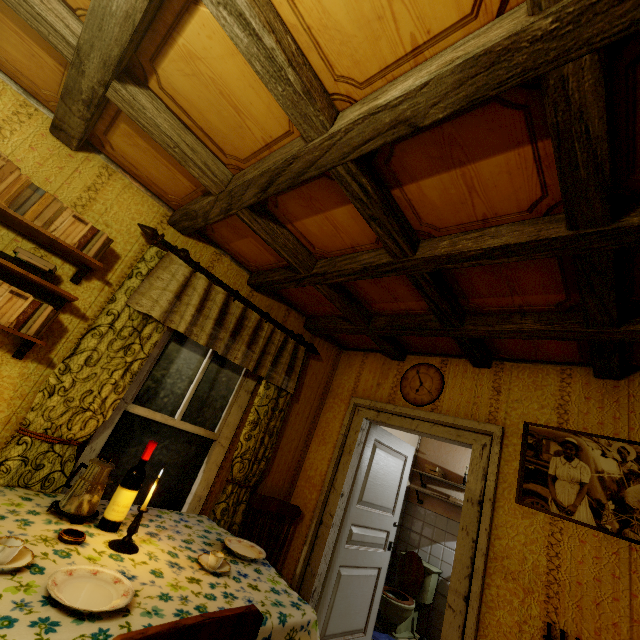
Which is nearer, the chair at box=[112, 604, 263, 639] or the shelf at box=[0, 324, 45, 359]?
the chair at box=[112, 604, 263, 639]

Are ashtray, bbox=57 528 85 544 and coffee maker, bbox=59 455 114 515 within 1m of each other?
yes

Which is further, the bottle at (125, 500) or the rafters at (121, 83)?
the bottle at (125, 500)

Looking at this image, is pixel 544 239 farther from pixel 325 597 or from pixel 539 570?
pixel 325 597

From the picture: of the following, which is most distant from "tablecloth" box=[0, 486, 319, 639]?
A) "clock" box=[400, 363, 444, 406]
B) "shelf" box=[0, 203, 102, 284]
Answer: "clock" box=[400, 363, 444, 406]

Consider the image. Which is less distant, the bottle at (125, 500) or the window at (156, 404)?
the bottle at (125, 500)

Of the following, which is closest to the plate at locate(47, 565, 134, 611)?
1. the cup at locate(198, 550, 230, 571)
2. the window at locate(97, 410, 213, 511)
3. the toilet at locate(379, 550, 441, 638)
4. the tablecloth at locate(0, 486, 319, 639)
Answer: the tablecloth at locate(0, 486, 319, 639)

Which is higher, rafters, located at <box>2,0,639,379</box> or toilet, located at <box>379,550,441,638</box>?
rafters, located at <box>2,0,639,379</box>
